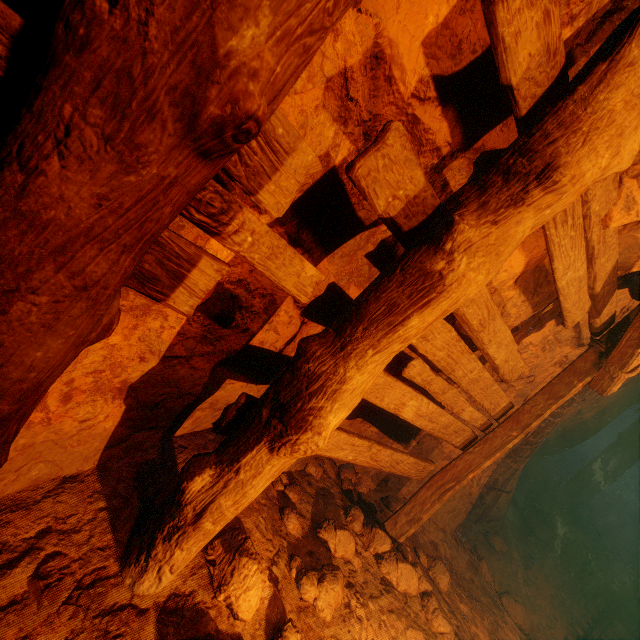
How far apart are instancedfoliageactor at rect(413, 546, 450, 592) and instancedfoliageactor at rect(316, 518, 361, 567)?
0.3m

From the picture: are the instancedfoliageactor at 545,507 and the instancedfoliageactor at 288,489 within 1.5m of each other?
no

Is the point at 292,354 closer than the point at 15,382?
No

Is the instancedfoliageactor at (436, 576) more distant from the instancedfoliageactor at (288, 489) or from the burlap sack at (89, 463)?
the instancedfoliageactor at (288, 489)

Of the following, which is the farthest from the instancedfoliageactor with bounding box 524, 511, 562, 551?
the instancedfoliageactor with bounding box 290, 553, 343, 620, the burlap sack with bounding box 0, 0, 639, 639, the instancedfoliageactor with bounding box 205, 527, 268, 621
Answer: the instancedfoliageactor with bounding box 205, 527, 268, 621

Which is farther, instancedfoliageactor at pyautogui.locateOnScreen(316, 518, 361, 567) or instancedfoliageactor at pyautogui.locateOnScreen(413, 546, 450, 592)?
instancedfoliageactor at pyautogui.locateOnScreen(413, 546, 450, 592)

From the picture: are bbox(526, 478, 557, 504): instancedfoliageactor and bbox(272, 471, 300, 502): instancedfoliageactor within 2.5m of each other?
no

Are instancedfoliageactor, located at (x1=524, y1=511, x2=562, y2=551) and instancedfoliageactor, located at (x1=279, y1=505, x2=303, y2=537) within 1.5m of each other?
no
